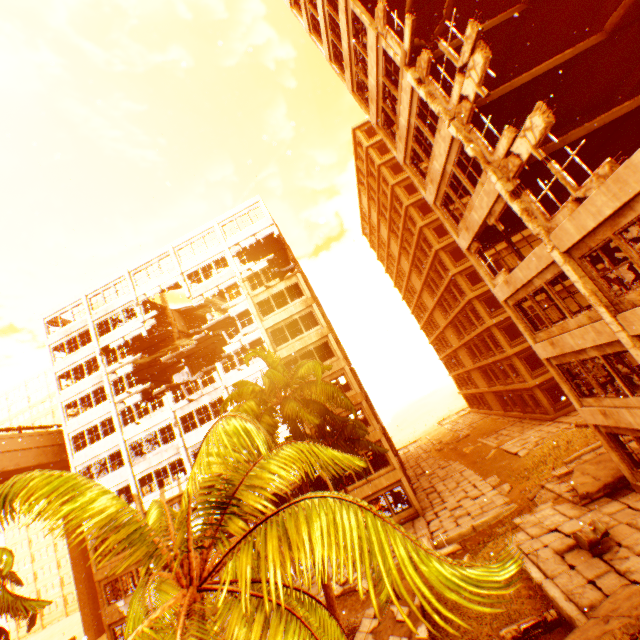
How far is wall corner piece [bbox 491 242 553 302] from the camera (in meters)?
10.84

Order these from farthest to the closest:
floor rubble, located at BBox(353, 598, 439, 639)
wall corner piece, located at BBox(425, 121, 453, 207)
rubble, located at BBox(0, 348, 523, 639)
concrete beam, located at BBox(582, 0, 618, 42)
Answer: concrete beam, located at BBox(582, 0, 618, 42), wall corner piece, located at BBox(425, 121, 453, 207), floor rubble, located at BBox(353, 598, 439, 639), rubble, located at BBox(0, 348, 523, 639)

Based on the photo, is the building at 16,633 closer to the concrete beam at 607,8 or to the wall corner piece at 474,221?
the wall corner piece at 474,221

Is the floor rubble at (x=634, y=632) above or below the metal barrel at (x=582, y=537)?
above

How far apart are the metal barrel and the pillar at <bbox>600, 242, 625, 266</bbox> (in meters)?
9.59

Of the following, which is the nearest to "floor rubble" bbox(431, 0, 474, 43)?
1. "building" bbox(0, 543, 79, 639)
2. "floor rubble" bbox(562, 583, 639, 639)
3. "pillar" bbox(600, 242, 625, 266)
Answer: "pillar" bbox(600, 242, 625, 266)

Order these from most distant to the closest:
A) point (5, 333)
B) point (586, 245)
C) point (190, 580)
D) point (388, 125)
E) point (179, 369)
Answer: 1. point (179, 369)
2. point (5, 333)
3. point (388, 125)
4. point (586, 245)
5. point (190, 580)

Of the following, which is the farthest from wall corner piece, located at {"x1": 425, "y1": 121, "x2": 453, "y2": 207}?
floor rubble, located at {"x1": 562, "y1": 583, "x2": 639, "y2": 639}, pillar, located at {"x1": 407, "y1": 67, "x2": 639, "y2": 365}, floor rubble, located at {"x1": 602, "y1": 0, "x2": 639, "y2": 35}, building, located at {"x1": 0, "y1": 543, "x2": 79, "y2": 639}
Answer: building, located at {"x1": 0, "y1": 543, "x2": 79, "y2": 639}
